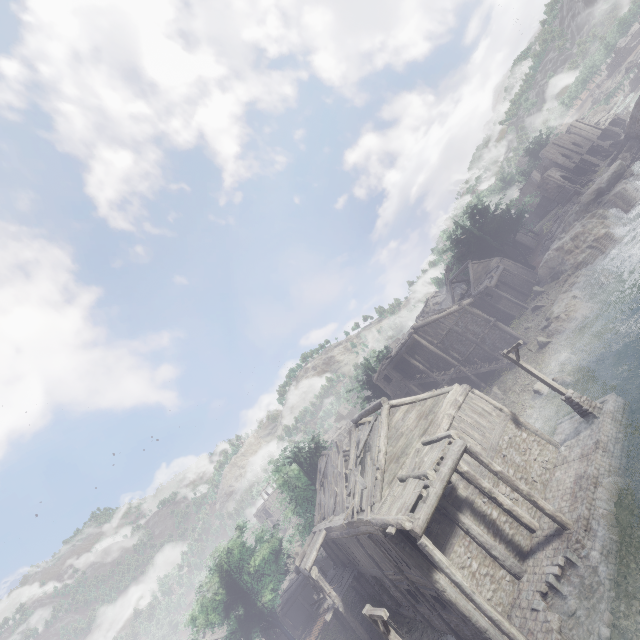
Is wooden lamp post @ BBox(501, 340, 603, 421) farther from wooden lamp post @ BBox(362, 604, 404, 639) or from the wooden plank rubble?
wooden lamp post @ BBox(362, 604, 404, 639)

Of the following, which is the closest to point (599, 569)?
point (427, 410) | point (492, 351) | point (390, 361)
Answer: point (427, 410)

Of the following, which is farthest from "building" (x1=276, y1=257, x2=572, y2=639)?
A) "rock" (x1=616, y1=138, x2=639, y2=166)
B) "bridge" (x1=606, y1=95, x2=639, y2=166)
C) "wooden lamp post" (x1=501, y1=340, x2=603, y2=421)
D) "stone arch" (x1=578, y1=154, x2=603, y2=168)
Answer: "bridge" (x1=606, y1=95, x2=639, y2=166)

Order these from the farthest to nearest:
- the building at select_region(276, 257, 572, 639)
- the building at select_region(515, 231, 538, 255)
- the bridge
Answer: the building at select_region(515, 231, 538, 255), the bridge, the building at select_region(276, 257, 572, 639)

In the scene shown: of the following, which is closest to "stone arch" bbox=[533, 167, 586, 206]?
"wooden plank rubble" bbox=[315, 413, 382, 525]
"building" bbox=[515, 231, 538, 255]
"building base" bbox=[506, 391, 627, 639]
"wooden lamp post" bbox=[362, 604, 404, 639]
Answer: "building" bbox=[515, 231, 538, 255]

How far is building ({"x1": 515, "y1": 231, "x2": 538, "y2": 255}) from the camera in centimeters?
5400cm

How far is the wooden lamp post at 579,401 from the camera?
16.31m

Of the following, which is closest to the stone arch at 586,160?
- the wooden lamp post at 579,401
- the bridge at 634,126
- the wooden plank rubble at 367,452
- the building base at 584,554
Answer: the bridge at 634,126
